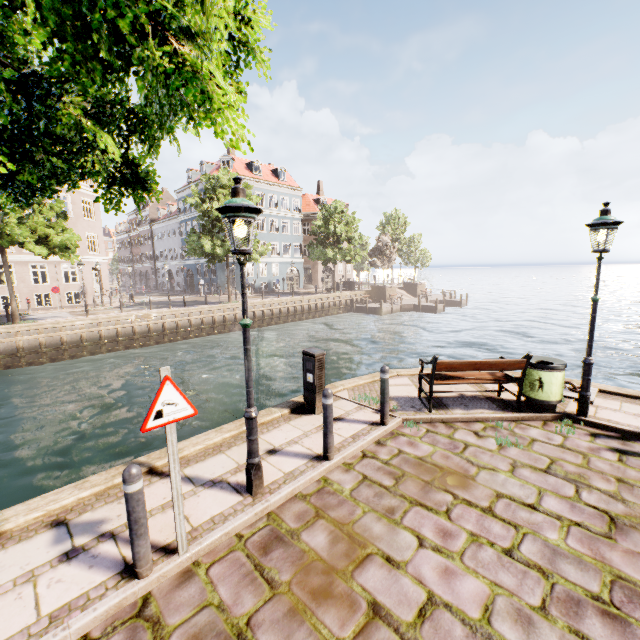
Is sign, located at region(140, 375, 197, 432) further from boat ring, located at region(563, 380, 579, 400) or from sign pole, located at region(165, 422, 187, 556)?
boat ring, located at region(563, 380, 579, 400)

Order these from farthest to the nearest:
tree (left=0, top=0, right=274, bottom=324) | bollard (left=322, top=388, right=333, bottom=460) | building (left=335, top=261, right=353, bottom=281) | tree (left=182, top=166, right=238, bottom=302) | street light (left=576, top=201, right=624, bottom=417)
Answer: building (left=335, top=261, right=353, bottom=281) < tree (left=182, top=166, right=238, bottom=302) < street light (left=576, top=201, right=624, bottom=417) < bollard (left=322, top=388, right=333, bottom=460) < tree (left=0, top=0, right=274, bottom=324)

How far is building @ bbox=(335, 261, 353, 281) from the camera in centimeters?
4997cm

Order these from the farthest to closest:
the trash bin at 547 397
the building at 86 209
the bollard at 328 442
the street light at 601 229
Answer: the building at 86 209, the trash bin at 547 397, the street light at 601 229, the bollard at 328 442

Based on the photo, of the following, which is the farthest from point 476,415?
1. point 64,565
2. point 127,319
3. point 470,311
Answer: point 470,311

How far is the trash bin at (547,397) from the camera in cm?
603

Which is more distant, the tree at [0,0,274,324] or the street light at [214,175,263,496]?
the street light at [214,175,263,496]

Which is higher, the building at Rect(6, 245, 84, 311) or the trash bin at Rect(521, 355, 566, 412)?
the building at Rect(6, 245, 84, 311)
